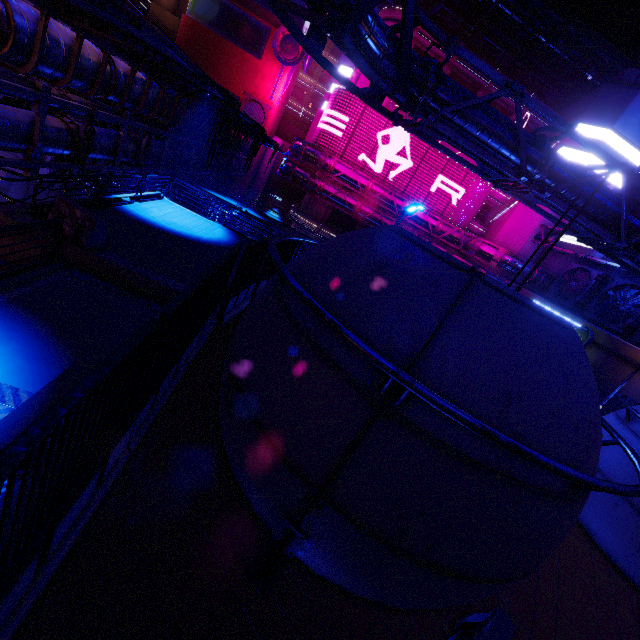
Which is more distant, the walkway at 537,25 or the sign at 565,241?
the walkway at 537,25

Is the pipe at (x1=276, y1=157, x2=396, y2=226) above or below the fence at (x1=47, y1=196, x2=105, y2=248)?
above

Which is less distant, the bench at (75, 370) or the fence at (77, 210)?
the bench at (75, 370)

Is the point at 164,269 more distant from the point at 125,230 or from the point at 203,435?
the point at 203,435

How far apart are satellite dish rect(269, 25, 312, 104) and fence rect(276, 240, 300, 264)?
38.13m

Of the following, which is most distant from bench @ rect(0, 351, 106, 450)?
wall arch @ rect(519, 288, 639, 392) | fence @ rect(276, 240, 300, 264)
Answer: wall arch @ rect(519, 288, 639, 392)

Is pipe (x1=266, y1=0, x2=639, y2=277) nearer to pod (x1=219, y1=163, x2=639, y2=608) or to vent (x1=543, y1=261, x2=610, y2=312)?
vent (x1=543, y1=261, x2=610, y2=312)
